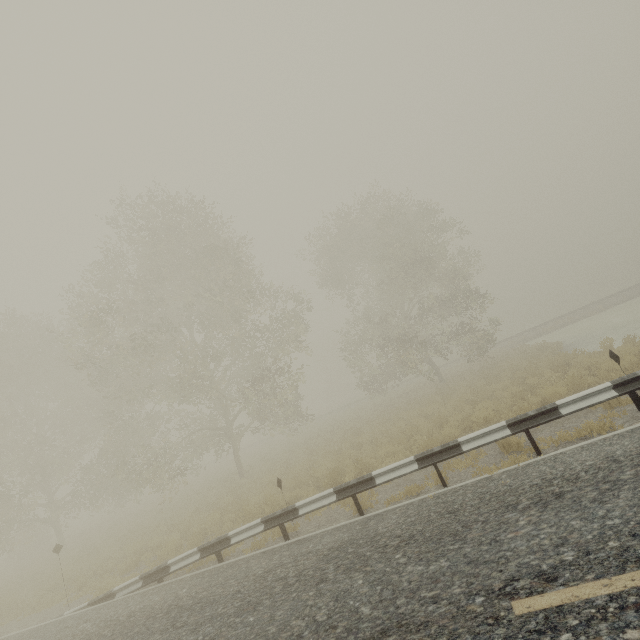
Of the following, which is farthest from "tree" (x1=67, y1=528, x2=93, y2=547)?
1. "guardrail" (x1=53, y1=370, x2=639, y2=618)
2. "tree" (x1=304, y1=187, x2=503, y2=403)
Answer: "tree" (x1=304, y1=187, x2=503, y2=403)

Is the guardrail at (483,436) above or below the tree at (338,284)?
below

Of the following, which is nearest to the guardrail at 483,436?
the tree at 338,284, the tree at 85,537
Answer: the tree at 85,537

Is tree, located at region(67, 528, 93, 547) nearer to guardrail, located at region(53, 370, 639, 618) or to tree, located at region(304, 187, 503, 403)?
guardrail, located at region(53, 370, 639, 618)

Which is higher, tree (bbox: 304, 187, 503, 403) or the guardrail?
tree (bbox: 304, 187, 503, 403)

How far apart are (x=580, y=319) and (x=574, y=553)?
36.69m

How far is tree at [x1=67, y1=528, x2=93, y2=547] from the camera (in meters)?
20.88
